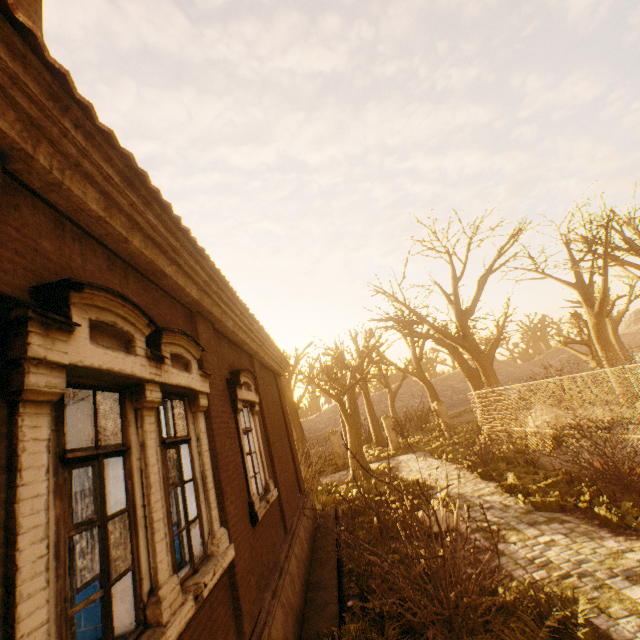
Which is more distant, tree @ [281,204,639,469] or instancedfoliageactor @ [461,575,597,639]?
tree @ [281,204,639,469]

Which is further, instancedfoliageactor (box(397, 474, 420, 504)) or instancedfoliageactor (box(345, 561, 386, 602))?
instancedfoliageactor (box(397, 474, 420, 504))

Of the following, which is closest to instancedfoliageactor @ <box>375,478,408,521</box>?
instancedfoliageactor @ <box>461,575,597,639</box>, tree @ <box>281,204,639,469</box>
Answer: tree @ <box>281,204,639,469</box>

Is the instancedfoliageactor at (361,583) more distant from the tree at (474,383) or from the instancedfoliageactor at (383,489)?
the tree at (474,383)

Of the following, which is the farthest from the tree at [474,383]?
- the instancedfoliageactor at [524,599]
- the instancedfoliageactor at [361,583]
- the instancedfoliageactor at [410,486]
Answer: the instancedfoliageactor at [361,583]

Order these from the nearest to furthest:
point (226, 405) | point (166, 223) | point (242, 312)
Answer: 1. point (166, 223)
2. point (226, 405)
3. point (242, 312)
